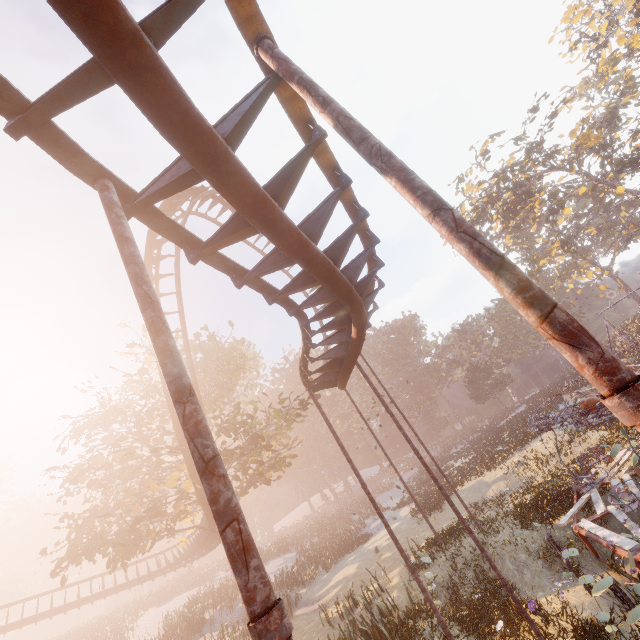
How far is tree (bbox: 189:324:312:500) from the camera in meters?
19.2 m

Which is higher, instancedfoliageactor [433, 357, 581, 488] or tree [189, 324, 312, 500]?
tree [189, 324, 312, 500]

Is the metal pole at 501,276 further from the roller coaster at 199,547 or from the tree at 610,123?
the tree at 610,123

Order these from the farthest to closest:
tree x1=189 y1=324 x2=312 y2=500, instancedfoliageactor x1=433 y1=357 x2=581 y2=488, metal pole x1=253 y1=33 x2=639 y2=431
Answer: instancedfoliageactor x1=433 y1=357 x2=581 y2=488
tree x1=189 y1=324 x2=312 y2=500
metal pole x1=253 y1=33 x2=639 y2=431

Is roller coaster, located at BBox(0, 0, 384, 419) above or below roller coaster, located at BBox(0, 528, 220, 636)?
above

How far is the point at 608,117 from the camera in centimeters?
3372cm

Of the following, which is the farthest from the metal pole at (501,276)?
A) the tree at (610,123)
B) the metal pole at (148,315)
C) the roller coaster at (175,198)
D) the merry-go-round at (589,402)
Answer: the tree at (610,123)

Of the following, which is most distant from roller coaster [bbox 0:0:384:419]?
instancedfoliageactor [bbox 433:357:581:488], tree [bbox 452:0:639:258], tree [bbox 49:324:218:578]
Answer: tree [bbox 452:0:639:258]
